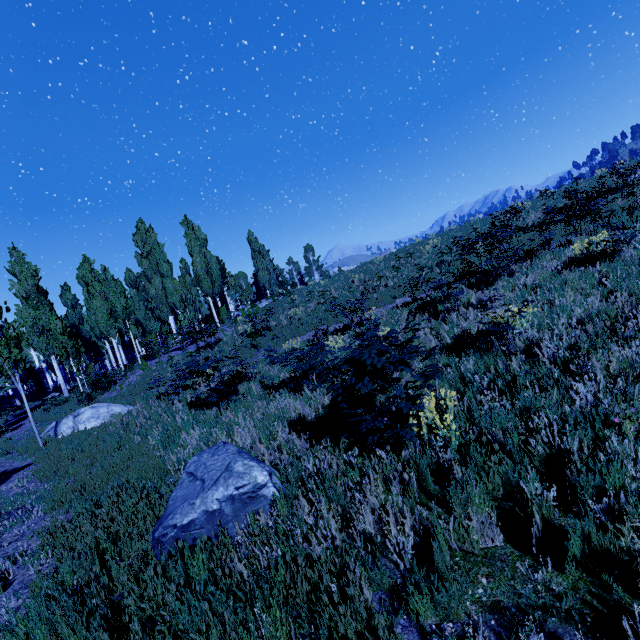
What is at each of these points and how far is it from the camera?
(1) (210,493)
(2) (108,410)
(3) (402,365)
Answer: (1) rock, 3.77m
(2) rock, 12.61m
(3) instancedfoliageactor, 3.58m

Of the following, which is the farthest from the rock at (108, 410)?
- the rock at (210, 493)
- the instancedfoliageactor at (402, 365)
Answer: the rock at (210, 493)

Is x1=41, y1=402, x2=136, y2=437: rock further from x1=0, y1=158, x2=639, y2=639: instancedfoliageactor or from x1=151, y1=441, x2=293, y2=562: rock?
x1=151, y1=441, x2=293, y2=562: rock

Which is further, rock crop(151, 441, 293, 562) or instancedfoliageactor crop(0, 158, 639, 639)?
rock crop(151, 441, 293, 562)

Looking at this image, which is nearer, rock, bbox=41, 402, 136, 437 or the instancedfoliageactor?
the instancedfoliageactor

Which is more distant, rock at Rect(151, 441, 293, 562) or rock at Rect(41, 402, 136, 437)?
rock at Rect(41, 402, 136, 437)

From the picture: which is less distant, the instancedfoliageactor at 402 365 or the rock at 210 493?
the instancedfoliageactor at 402 365
